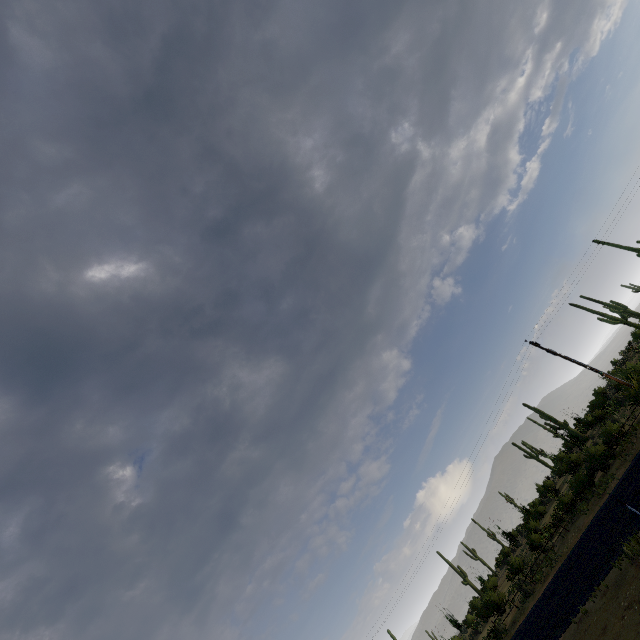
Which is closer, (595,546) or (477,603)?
(595,546)
